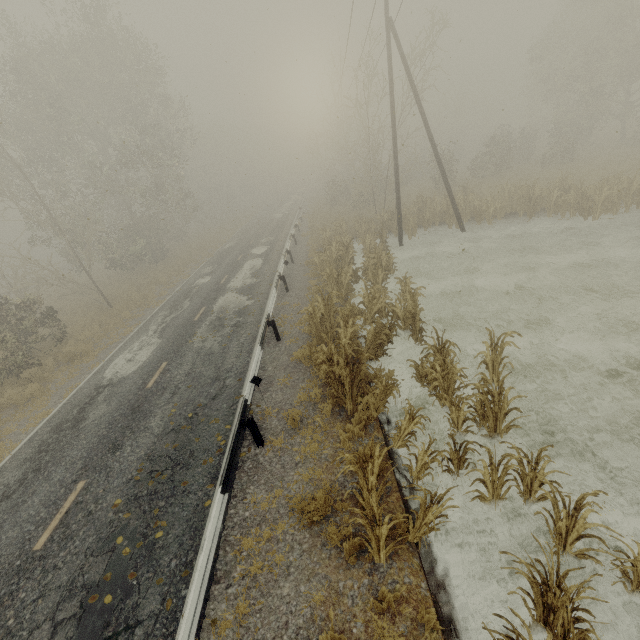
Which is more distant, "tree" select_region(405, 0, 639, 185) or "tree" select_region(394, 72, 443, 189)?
"tree" select_region(405, 0, 639, 185)

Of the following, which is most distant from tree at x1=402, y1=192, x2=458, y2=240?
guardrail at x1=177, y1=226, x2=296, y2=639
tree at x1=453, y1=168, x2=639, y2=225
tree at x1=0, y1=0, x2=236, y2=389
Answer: tree at x1=0, y1=0, x2=236, y2=389

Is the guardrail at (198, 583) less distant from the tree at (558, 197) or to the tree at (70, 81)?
the tree at (70, 81)

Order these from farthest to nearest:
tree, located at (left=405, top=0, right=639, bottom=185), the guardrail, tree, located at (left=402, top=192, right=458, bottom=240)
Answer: tree, located at (left=405, top=0, right=639, bottom=185) → tree, located at (left=402, top=192, right=458, bottom=240) → the guardrail

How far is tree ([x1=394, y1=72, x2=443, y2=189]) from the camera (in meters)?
22.11

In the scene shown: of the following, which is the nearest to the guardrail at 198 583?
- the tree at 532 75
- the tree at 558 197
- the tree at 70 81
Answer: the tree at 532 75

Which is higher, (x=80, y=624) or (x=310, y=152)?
(x=310, y=152)
